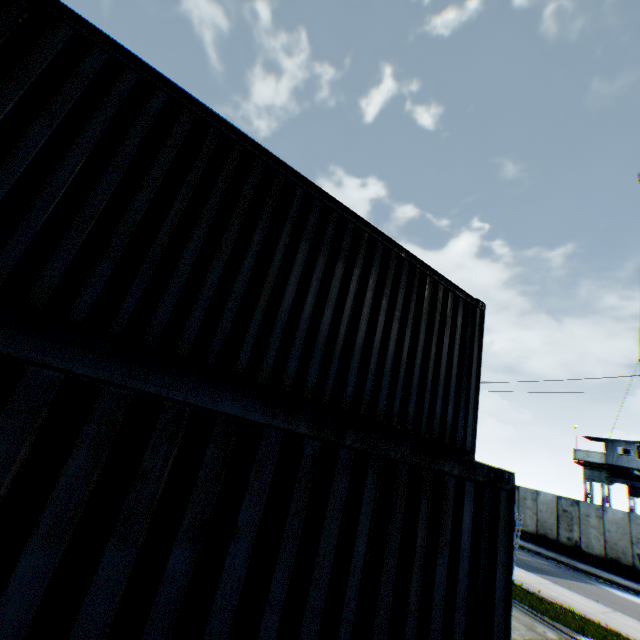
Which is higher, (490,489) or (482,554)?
(490,489)

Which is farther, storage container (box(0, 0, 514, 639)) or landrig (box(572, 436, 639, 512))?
landrig (box(572, 436, 639, 512))

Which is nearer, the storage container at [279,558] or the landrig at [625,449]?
the storage container at [279,558]

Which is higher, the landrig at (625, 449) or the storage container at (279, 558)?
the landrig at (625, 449)

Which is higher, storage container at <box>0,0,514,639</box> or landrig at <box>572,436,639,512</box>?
landrig at <box>572,436,639,512</box>
